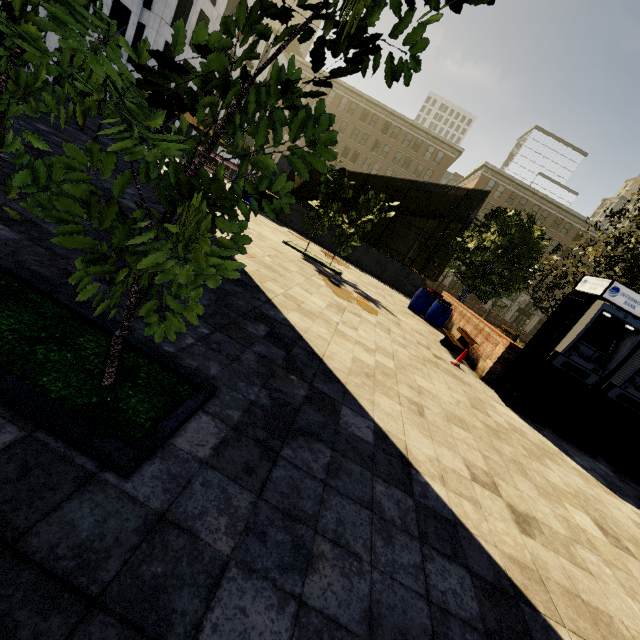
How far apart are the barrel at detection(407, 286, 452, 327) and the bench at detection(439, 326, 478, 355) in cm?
144

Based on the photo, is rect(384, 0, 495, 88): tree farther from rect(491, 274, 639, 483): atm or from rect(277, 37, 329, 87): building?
rect(491, 274, 639, 483): atm

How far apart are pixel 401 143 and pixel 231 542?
59.6m

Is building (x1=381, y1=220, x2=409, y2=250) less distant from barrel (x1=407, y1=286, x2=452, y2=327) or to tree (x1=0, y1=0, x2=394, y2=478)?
tree (x1=0, y1=0, x2=394, y2=478)

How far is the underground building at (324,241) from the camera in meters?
17.5

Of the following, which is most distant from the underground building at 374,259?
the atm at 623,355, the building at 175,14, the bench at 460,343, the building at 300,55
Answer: the building at 300,55

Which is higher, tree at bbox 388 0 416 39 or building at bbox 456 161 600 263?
building at bbox 456 161 600 263

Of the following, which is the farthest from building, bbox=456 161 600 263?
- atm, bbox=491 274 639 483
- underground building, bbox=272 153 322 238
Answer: underground building, bbox=272 153 322 238
